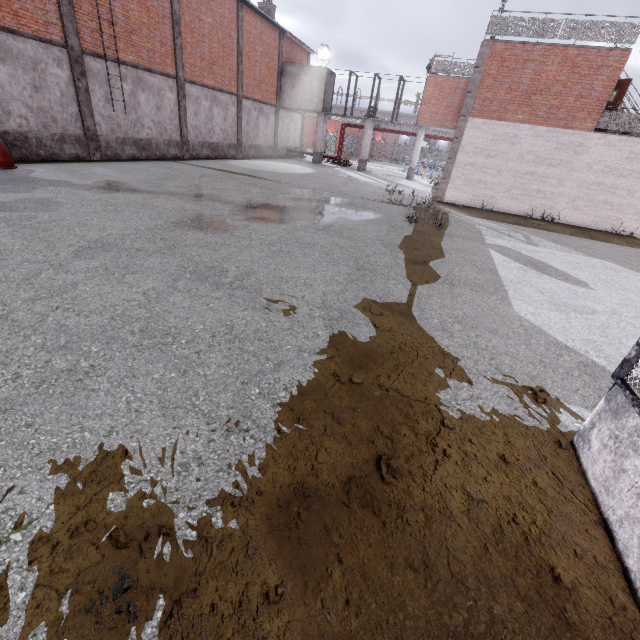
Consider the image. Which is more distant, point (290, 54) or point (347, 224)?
point (290, 54)

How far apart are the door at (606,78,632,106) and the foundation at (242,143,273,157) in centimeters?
2147cm

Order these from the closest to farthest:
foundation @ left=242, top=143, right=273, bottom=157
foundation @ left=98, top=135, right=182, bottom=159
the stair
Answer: the stair < foundation @ left=98, top=135, right=182, bottom=159 < foundation @ left=242, top=143, right=273, bottom=157

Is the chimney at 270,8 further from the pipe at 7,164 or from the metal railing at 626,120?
the pipe at 7,164

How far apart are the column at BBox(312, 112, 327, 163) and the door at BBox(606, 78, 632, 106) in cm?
1934

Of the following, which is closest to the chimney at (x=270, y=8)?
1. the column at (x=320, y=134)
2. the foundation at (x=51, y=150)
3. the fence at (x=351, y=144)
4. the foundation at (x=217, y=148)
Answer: the column at (x=320, y=134)

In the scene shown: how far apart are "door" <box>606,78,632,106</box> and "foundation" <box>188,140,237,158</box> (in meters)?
21.25

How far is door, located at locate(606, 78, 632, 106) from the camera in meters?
14.4
